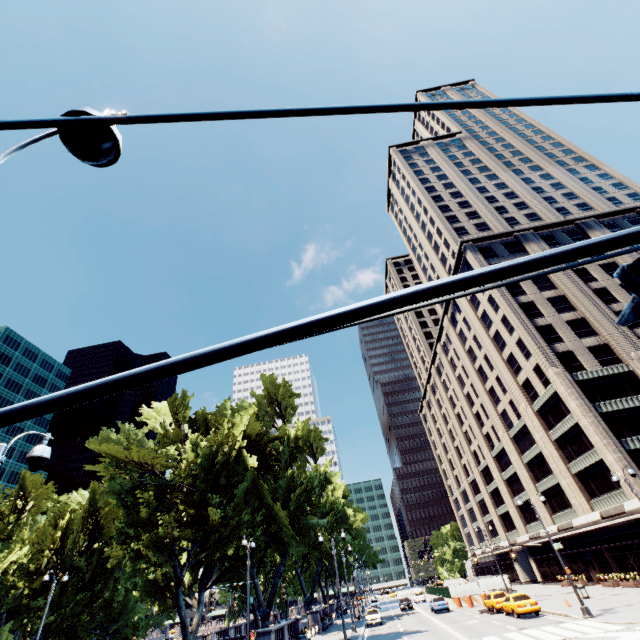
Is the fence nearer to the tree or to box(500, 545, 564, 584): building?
box(500, 545, 564, 584): building

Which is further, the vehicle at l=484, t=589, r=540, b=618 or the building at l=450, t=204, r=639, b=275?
the building at l=450, t=204, r=639, b=275

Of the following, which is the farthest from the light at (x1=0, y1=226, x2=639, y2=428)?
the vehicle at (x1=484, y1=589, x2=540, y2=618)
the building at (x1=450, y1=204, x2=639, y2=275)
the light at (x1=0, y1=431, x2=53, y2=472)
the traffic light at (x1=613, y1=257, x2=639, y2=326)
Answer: the building at (x1=450, y1=204, x2=639, y2=275)

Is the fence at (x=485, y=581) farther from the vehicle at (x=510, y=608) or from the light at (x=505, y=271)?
the light at (x=505, y=271)

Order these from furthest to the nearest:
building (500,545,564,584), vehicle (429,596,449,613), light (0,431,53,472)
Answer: building (500,545,564,584)
vehicle (429,596,449,613)
light (0,431,53,472)

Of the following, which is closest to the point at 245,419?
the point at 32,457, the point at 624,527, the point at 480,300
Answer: the point at 32,457

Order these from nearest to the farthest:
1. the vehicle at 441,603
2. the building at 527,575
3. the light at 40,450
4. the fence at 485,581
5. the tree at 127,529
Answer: the light at 40,450
the tree at 127,529
the vehicle at 441,603
the fence at 485,581
the building at 527,575

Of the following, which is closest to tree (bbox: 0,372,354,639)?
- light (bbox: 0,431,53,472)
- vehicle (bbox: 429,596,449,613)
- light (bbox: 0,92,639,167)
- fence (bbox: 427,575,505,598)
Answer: vehicle (bbox: 429,596,449,613)
